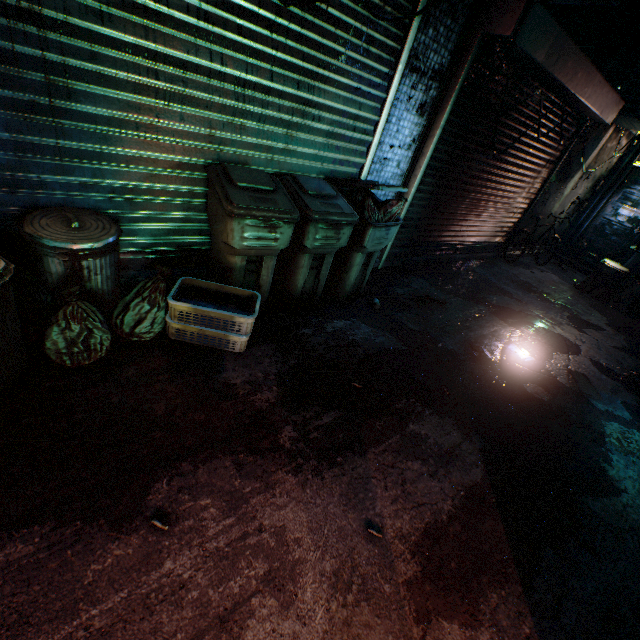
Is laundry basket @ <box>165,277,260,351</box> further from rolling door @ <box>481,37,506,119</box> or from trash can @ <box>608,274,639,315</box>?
trash can @ <box>608,274,639,315</box>

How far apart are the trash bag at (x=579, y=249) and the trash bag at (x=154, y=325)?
9.36m

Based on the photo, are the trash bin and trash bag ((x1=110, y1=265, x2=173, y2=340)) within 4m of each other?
yes

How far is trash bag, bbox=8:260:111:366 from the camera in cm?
171

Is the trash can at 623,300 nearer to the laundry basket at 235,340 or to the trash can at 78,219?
the laundry basket at 235,340

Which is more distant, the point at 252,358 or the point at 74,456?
the point at 252,358

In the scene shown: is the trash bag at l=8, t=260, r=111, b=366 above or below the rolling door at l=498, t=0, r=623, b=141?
below

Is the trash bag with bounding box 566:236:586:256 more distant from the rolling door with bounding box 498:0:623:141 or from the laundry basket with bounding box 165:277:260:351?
the laundry basket with bounding box 165:277:260:351
